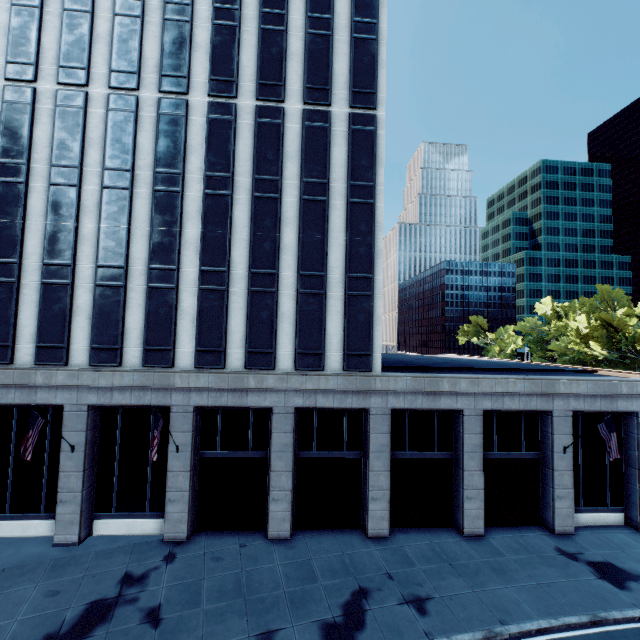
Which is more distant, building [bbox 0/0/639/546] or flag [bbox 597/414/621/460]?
building [bbox 0/0/639/546]

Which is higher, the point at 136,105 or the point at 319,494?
the point at 136,105

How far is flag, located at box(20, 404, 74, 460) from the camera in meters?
15.2 m

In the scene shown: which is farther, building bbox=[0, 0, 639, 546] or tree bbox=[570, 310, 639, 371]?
tree bbox=[570, 310, 639, 371]

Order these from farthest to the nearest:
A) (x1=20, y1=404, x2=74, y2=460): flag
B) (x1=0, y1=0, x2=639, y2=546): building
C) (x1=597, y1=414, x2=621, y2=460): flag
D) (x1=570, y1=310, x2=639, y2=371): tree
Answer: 1. (x1=570, y1=310, x2=639, y2=371): tree
2. (x1=0, y1=0, x2=639, y2=546): building
3. (x1=597, y1=414, x2=621, y2=460): flag
4. (x1=20, y1=404, x2=74, y2=460): flag

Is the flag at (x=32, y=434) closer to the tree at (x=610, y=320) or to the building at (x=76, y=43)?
the building at (x=76, y=43)

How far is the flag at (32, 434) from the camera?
15.20m

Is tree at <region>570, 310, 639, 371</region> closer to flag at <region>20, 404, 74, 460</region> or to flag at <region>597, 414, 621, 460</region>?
flag at <region>597, 414, 621, 460</region>
